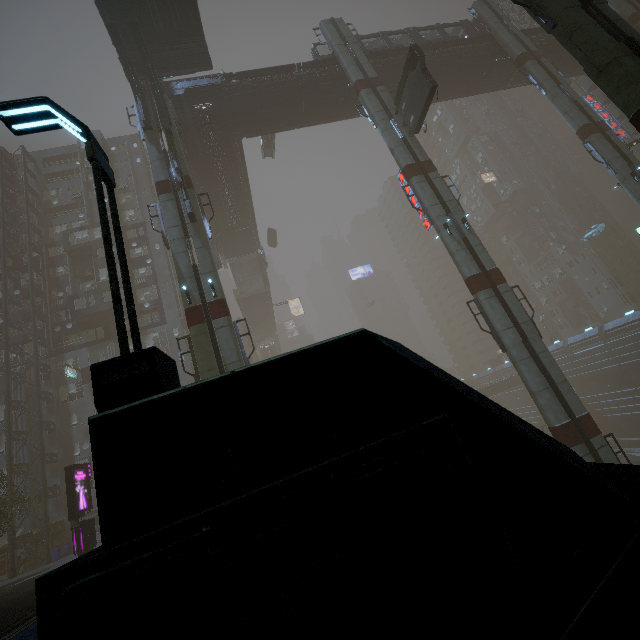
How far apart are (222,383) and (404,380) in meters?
0.6 m

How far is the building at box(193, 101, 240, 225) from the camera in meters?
26.4

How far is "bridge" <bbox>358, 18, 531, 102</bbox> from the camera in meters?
29.0

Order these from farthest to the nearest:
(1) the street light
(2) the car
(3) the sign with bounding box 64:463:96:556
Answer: (2) the car, (3) the sign with bounding box 64:463:96:556, (1) the street light

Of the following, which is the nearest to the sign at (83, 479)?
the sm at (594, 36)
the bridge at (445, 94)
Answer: the sm at (594, 36)

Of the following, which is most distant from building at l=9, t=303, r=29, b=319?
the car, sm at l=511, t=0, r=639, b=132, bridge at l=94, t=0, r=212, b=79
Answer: bridge at l=94, t=0, r=212, b=79

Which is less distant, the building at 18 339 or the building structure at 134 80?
the building structure at 134 80

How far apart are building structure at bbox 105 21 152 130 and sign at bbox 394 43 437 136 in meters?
16.7
